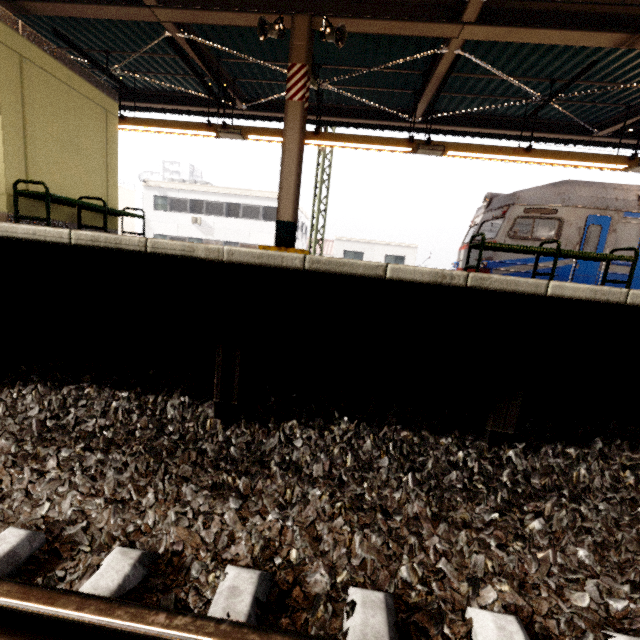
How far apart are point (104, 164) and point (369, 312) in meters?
7.0 m

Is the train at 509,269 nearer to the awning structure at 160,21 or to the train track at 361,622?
the train track at 361,622

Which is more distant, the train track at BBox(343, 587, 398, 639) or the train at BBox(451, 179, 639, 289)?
the train at BBox(451, 179, 639, 289)

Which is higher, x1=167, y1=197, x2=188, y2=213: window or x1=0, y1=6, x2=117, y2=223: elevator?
x1=167, y1=197, x2=188, y2=213: window

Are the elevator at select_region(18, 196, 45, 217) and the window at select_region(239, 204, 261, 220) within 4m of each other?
no

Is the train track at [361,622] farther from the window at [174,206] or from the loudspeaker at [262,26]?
the window at [174,206]

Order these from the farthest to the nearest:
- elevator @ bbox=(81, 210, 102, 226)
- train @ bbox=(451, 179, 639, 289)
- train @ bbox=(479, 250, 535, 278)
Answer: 1. train @ bbox=(479, 250, 535, 278)
2. train @ bbox=(451, 179, 639, 289)
3. elevator @ bbox=(81, 210, 102, 226)

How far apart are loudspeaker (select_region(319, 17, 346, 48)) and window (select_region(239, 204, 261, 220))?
21.0m
